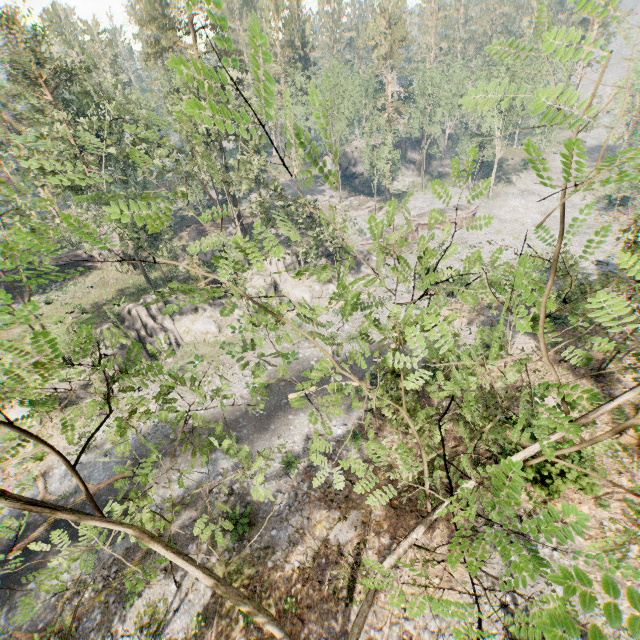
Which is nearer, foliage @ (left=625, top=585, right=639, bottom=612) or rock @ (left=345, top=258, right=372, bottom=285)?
foliage @ (left=625, top=585, right=639, bottom=612)

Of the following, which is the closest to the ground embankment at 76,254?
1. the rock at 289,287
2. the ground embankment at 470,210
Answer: the rock at 289,287

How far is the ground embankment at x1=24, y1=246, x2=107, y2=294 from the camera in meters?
40.9 m

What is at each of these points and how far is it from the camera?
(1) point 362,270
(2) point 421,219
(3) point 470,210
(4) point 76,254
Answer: (1) rock, 39.9m
(2) ground embankment, 50.2m
(3) ground embankment, 50.7m
(4) ground embankment, 42.5m

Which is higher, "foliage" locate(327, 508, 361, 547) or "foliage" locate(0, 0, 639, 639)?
"foliage" locate(0, 0, 639, 639)

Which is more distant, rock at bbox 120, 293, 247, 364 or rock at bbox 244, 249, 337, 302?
rock at bbox 244, 249, 337, 302

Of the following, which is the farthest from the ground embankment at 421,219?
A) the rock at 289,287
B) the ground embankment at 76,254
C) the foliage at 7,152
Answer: the ground embankment at 76,254
